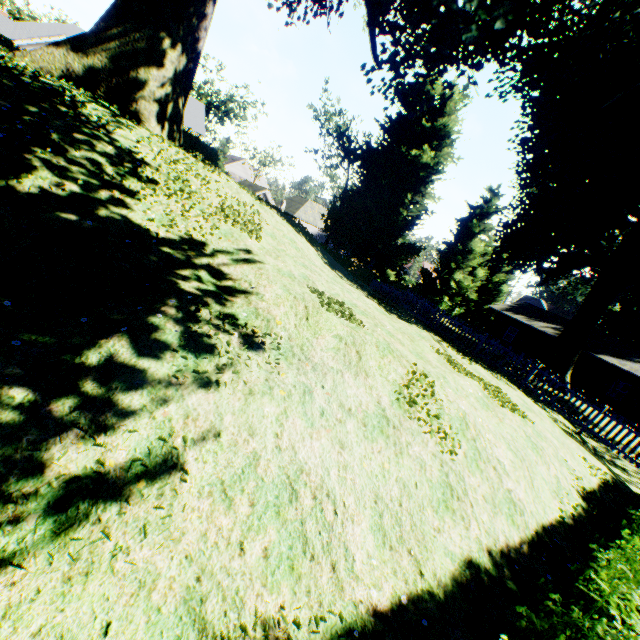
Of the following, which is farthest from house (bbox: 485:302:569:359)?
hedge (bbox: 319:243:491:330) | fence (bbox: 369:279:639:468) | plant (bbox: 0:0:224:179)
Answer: fence (bbox: 369:279:639:468)

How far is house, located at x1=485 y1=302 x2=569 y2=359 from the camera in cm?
3173

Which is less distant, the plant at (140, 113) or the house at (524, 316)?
the plant at (140, 113)

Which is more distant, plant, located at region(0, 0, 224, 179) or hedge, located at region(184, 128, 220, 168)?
hedge, located at region(184, 128, 220, 168)

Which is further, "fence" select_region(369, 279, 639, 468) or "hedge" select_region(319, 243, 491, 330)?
"hedge" select_region(319, 243, 491, 330)

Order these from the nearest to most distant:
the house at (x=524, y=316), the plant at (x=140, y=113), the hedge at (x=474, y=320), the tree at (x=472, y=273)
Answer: the plant at (x=140, y=113) → the hedge at (x=474, y=320) → the house at (x=524, y=316) → the tree at (x=472, y=273)

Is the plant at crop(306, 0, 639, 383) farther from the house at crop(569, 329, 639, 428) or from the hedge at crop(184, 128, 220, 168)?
the house at crop(569, 329, 639, 428)

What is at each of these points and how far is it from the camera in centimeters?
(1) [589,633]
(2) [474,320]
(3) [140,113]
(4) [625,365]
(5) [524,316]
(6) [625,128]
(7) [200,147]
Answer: (1) hedge, 239cm
(2) hedge, 4497cm
(3) plant, 995cm
(4) house, 2598cm
(5) house, 3394cm
(6) plant, 1648cm
(7) hedge, 1675cm
